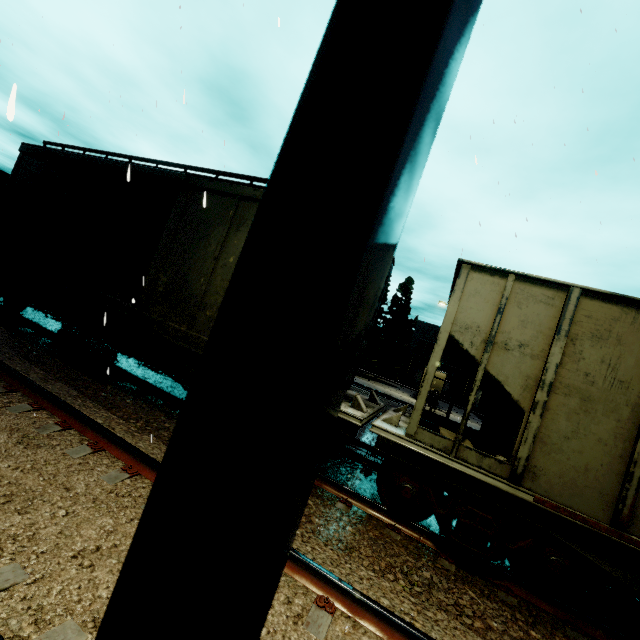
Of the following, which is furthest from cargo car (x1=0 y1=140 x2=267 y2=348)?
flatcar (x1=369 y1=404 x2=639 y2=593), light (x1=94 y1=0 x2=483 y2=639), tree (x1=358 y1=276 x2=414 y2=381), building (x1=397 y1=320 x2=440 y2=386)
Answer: tree (x1=358 y1=276 x2=414 y2=381)

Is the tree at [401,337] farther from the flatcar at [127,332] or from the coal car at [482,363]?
the flatcar at [127,332]

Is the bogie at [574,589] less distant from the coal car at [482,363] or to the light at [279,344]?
the coal car at [482,363]

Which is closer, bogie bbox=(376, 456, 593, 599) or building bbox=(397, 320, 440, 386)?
bogie bbox=(376, 456, 593, 599)

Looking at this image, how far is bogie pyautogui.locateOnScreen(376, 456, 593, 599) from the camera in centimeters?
423cm

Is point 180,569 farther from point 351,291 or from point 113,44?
point 113,44

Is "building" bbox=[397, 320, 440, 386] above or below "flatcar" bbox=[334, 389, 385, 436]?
above

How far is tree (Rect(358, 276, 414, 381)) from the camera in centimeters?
3834cm
